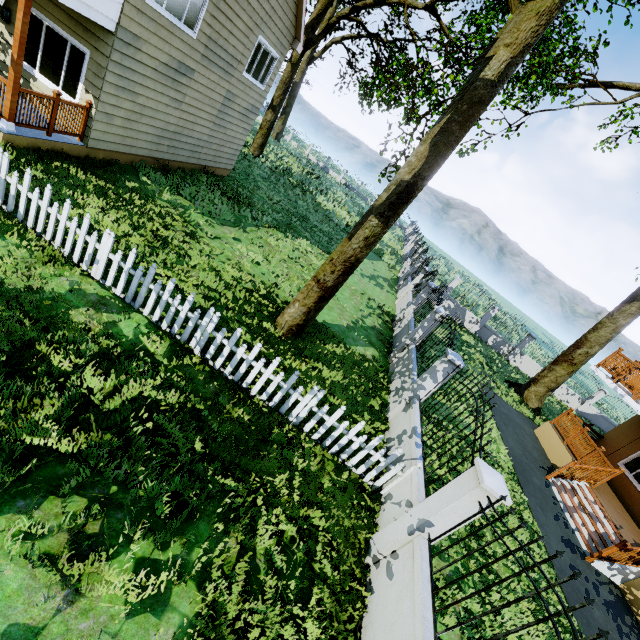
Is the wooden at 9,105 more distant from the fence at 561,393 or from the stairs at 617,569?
the stairs at 617,569

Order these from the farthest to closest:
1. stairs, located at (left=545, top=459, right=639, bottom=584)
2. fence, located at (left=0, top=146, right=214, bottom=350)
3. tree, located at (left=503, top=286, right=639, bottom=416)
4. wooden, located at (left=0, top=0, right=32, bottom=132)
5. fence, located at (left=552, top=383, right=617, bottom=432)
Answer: fence, located at (left=552, top=383, right=617, bottom=432) → tree, located at (left=503, top=286, right=639, bottom=416) → stairs, located at (left=545, top=459, right=639, bottom=584) → wooden, located at (left=0, top=0, right=32, bottom=132) → fence, located at (left=0, top=146, right=214, bottom=350)

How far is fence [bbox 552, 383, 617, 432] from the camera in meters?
22.2

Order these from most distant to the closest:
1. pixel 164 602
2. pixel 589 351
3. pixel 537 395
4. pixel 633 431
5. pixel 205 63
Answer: pixel 537 395, pixel 589 351, pixel 633 431, pixel 205 63, pixel 164 602

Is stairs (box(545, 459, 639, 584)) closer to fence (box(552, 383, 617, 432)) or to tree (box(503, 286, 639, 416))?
tree (box(503, 286, 639, 416))

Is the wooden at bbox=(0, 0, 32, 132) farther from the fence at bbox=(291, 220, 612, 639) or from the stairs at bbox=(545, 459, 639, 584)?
the stairs at bbox=(545, 459, 639, 584)

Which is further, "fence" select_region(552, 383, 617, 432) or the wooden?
"fence" select_region(552, 383, 617, 432)

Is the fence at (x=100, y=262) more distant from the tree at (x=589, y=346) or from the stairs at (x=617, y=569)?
the stairs at (x=617, y=569)
